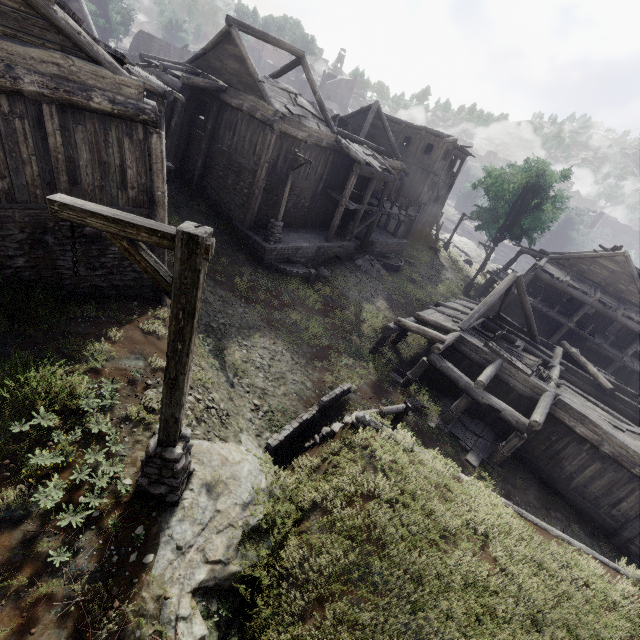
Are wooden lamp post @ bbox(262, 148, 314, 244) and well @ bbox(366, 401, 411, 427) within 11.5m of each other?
yes

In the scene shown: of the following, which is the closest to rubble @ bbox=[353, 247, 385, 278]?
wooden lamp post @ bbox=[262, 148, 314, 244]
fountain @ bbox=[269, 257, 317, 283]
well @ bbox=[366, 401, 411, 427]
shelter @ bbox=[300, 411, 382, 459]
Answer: fountain @ bbox=[269, 257, 317, 283]

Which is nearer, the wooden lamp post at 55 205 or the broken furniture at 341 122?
the wooden lamp post at 55 205

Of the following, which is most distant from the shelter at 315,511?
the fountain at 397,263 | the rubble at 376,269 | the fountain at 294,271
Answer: the fountain at 397,263

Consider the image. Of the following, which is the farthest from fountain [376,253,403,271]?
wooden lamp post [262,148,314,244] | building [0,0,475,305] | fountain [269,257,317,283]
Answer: wooden lamp post [262,148,314,244]

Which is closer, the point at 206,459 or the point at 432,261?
the point at 206,459

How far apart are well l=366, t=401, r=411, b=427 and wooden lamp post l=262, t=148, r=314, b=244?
10.1m

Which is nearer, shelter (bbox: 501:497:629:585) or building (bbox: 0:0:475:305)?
building (bbox: 0:0:475:305)
